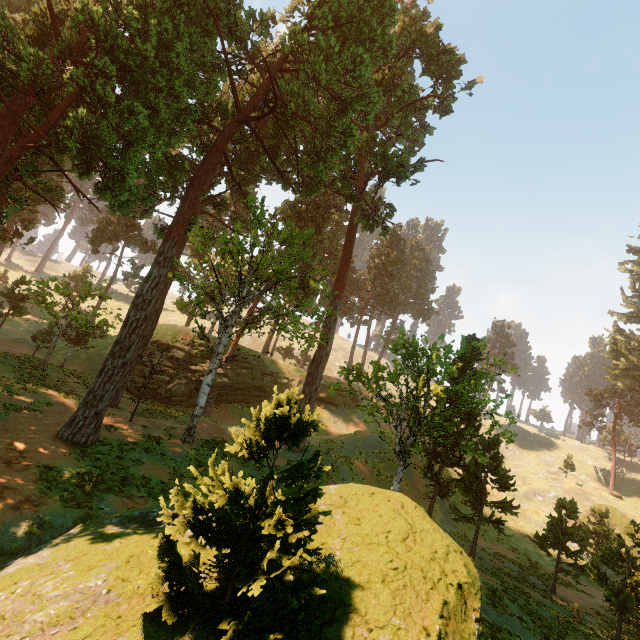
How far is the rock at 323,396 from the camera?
41.19m

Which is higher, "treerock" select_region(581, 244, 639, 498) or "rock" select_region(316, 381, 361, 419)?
"treerock" select_region(581, 244, 639, 498)

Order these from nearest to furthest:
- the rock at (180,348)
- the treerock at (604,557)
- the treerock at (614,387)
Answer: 1. the treerock at (604,557)
2. the rock at (180,348)
3. the treerock at (614,387)

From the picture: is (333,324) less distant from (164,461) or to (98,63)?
(164,461)

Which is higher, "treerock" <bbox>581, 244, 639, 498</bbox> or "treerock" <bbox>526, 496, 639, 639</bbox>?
"treerock" <bbox>581, 244, 639, 498</bbox>

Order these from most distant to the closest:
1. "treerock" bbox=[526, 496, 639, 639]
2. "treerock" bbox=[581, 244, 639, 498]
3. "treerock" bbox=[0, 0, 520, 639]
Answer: "treerock" bbox=[581, 244, 639, 498] → "treerock" bbox=[526, 496, 639, 639] → "treerock" bbox=[0, 0, 520, 639]

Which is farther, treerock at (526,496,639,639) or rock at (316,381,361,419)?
rock at (316,381,361,419)

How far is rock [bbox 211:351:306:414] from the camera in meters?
34.0
